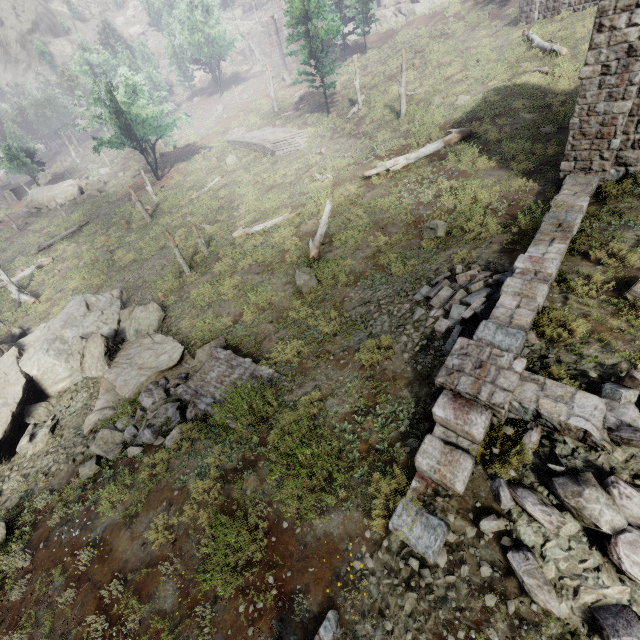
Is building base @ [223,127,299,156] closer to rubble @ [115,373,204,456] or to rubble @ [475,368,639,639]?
rubble @ [115,373,204,456]

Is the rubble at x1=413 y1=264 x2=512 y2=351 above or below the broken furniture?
below

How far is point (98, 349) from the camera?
12.9m

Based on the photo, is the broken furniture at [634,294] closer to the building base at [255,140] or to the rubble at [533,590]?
the rubble at [533,590]

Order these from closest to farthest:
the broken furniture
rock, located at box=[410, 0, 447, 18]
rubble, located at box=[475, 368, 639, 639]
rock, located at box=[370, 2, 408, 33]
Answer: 1. rubble, located at box=[475, 368, 639, 639]
2. the broken furniture
3. rock, located at box=[410, 0, 447, 18]
4. rock, located at box=[370, 2, 408, 33]

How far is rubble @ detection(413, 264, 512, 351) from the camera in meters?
7.9

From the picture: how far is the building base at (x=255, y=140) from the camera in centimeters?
2938cm

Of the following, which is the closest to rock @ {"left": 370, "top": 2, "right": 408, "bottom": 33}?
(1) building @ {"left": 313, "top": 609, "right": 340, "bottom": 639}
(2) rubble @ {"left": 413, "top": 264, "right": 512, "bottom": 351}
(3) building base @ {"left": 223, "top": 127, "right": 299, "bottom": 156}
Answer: (3) building base @ {"left": 223, "top": 127, "right": 299, "bottom": 156}
